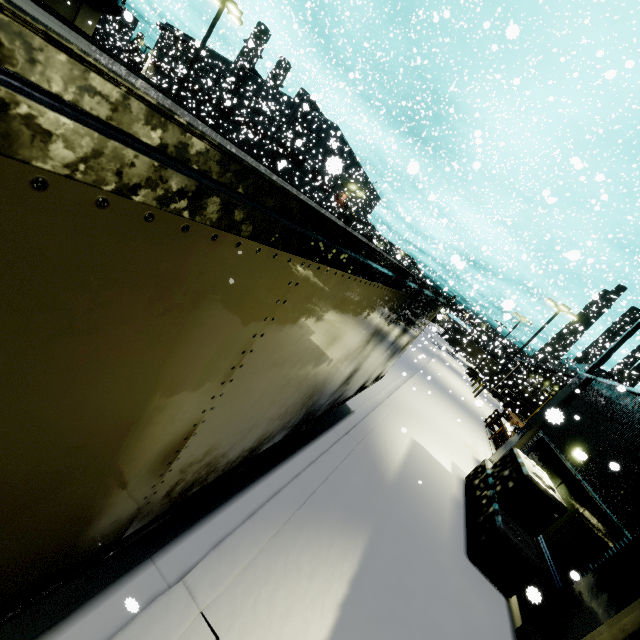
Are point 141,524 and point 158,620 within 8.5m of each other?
yes

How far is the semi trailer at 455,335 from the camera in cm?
4146

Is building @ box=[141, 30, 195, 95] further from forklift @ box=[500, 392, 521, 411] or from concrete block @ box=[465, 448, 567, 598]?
forklift @ box=[500, 392, 521, 411]

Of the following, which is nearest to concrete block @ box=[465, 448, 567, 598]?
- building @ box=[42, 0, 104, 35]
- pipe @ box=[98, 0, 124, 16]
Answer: building @ box=[42, 0, 104, 35]

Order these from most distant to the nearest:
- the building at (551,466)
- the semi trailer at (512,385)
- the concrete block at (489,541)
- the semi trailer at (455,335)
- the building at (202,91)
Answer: the semi trailer at (512,385)
the building at (202,91)
the semi trailer at (455,335)
the concrete block at (489,541)
the building at (551,466)

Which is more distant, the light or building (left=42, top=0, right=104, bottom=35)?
building (left=42, top=0, right=104, bottom=35)

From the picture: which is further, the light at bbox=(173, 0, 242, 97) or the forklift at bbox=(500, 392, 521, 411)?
the forklift at bbox=(500, 392, 521, 411)

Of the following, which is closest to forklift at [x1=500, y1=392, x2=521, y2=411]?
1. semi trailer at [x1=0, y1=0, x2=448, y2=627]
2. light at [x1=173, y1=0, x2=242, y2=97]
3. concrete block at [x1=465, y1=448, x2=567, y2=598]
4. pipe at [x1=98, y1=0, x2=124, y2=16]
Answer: semi trailer at [x1=0, y1=0, x2=448, y2=627]
